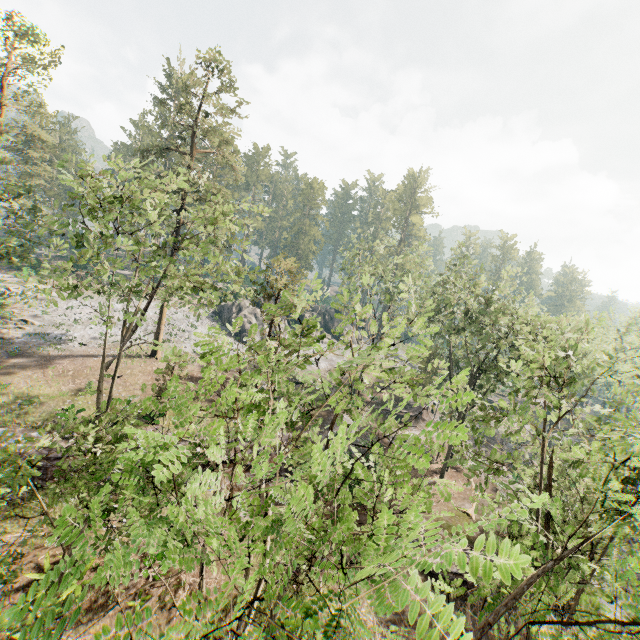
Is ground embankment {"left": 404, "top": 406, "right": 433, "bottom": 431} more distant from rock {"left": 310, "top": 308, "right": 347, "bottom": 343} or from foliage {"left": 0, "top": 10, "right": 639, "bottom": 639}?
rock {"left": 310, "top": 308, "right": 347, "bottom": 343}

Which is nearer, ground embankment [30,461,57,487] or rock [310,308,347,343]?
ground embankment [30,461,57,487]

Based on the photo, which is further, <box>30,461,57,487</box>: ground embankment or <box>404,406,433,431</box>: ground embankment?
<box>404,406,433,431</box>: ground embankment

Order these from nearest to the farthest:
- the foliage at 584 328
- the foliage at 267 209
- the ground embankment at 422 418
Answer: the foliage at 584 328 → the foliage at 267 209 → the ground embankment at 422 418

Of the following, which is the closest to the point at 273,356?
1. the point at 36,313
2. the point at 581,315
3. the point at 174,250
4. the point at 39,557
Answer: the point at 581,315

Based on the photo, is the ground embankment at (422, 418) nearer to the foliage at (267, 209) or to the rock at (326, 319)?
the foliage at (267, 209)

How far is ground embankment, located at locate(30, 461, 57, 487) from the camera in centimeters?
1909cm

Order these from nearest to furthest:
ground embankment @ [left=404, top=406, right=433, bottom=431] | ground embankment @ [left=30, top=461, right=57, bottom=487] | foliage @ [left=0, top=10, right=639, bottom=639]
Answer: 1. foliage @ [left=0, top=10, right=639, bottom=639]
2. ground embankment @ [left=30, top=461, right=57, bottom=487]
3. ground embankment @ [left=404, top=406, right=433, bottom=431]
